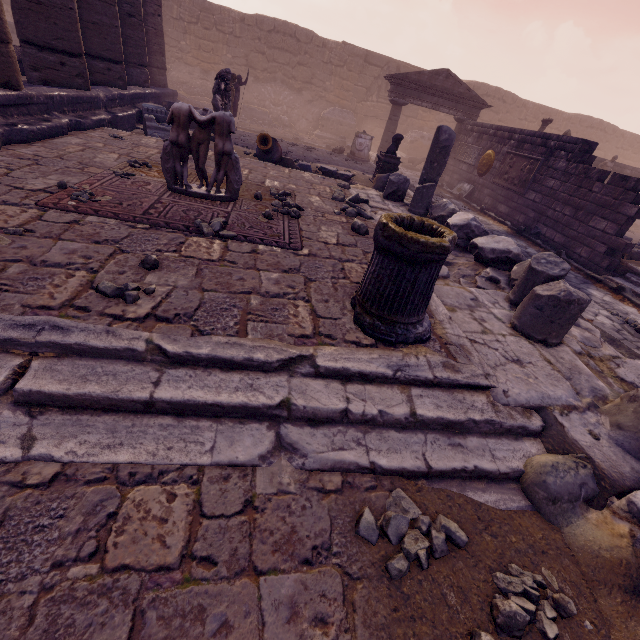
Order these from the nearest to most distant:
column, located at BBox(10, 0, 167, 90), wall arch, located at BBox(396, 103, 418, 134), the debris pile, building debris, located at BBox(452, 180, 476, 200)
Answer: column, located at BBox(10, 0, 167, 90), the debris pile, building debris, located at BBox(452, 180, 476, 200), wall arch, located at BBox(396, 103, 418, 134)

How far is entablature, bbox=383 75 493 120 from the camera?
13.4m

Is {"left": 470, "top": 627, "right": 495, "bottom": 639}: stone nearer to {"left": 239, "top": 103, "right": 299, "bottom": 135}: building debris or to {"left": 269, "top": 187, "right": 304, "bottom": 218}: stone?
{"left": 269, "top": 187, "right": 304, "bottom": 218}: stone

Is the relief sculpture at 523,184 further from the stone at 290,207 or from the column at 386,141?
the stone at 290,207

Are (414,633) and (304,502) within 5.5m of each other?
yes

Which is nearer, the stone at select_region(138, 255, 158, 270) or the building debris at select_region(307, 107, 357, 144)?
the stone at select_region(138, 255, 158, 270)

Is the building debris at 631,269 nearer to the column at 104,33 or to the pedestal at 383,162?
the pedestal at 383,162

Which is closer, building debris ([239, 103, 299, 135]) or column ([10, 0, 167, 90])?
column ([10, 0, 167, 90])
